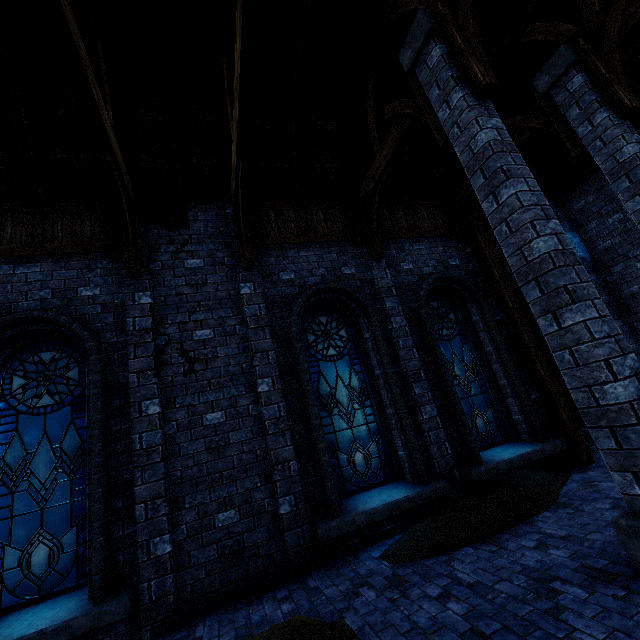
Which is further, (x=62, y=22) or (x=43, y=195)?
(x=43, y=195)

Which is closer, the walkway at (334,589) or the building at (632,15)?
the walkway at (334,589)

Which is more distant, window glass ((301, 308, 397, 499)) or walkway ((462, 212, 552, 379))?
walkway ((462, 212, 552, 379))

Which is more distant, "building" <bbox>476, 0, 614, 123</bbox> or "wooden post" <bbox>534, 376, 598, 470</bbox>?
"wooden post" <bbox>534, 376, 598, 470</bbox>

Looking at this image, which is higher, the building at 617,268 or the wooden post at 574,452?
the building at 617,268

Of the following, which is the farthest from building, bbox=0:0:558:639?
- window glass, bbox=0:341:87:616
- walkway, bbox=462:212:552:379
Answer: window glass, bbox=0:341:87:616

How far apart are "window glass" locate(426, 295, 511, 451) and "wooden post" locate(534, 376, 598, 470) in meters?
0.8 m

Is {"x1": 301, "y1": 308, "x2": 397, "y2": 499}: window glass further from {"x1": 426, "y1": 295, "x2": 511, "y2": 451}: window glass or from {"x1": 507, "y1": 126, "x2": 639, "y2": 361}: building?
{"x1": 426, "y1": 295, "x2": 511, "y2": 451}: window glass
